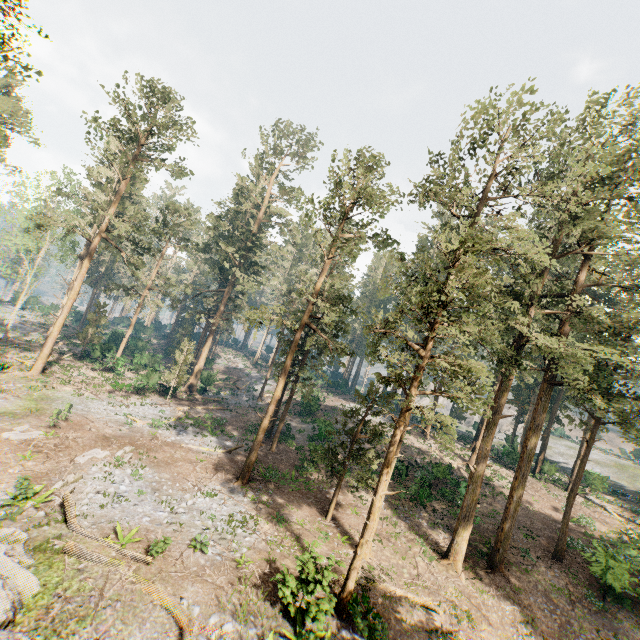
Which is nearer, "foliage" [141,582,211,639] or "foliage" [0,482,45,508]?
"foliage" [141,582,211,639]

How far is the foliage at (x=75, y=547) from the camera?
12.5m

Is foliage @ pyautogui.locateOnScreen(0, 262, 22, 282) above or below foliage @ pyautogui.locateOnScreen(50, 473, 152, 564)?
above

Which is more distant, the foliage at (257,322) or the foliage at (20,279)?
the foliage at (20,279)

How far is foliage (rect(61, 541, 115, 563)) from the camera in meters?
12.5 m

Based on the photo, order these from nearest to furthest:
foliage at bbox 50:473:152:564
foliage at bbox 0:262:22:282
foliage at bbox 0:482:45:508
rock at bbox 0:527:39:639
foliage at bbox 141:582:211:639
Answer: rock at bbox 0:527:39:639 → foliage at bbox 141:582:211:639 → foliage at bbox 50:473:152:564 → foliage at bbox 0:482:45:508 → foliage at bbox 0:262:22:282

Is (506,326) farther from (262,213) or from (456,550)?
(262,213)
